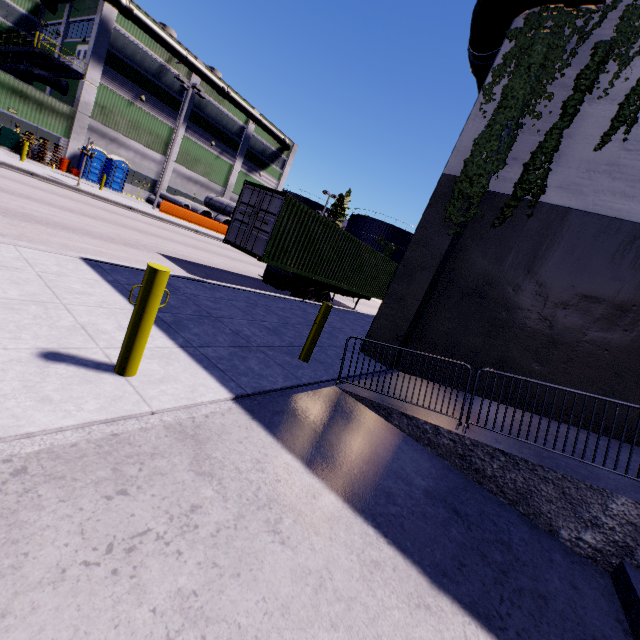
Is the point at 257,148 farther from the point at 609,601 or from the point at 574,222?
the point at 609,601

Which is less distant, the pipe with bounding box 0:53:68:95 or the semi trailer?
the semi trailer

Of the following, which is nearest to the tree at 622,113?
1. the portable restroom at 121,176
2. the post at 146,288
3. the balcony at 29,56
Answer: the post at 146,288

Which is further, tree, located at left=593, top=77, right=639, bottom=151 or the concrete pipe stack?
the concrete pipe stack

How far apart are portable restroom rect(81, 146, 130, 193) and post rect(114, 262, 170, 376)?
27.4 meters

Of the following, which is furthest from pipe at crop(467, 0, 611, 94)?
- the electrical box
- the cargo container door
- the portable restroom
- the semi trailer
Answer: the electrical box

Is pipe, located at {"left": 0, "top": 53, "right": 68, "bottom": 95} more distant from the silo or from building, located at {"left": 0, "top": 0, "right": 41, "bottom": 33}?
the silo

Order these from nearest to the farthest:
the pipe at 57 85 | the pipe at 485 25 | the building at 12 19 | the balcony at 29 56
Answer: the pipe at 485 25
the balcony at 29 56
the pipe at 57 85
the building at 12 19
